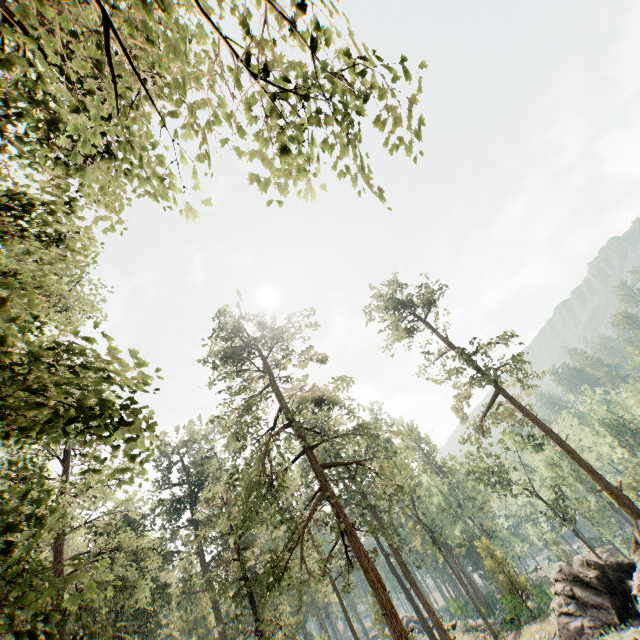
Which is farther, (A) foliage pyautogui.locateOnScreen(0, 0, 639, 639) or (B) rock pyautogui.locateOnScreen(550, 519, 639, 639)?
(B) rock pyautogui.locateOnScreen(550, 519, 639, 639)

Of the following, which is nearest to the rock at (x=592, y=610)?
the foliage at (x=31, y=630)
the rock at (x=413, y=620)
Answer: the foliage at (x=31, y=630)

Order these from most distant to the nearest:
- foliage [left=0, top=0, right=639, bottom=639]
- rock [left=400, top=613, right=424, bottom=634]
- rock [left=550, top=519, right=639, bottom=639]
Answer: rock [left=400, top=613, right=424, bottom=634], rock [left=550, top=519, right=639, bottom=639], foliage [left=0, top=0, right=639, bottom=639]

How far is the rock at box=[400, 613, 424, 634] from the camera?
53.67m

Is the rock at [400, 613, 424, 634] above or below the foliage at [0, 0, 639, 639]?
below

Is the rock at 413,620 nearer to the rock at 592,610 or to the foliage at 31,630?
the foliage at 31,630

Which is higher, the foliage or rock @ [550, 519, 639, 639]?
the foliage

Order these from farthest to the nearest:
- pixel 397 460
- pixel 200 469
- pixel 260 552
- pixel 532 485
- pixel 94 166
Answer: pixel 397 460
pixel 260 552
pixel 200 469
pixel 532 485
pixel 94 166
